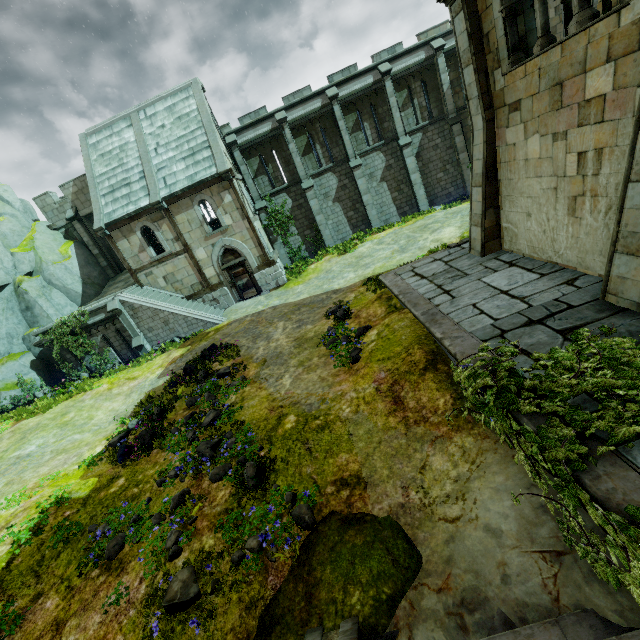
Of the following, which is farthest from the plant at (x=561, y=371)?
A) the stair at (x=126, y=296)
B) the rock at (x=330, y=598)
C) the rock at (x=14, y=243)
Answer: the rock at (x=14, y=243)

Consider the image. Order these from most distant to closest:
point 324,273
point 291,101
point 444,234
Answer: point 291,101, point 324,273, point 444,234

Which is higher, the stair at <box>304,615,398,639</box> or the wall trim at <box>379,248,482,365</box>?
the wall trim at <box>379,248,482,365</box>

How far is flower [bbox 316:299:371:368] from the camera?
9.5m

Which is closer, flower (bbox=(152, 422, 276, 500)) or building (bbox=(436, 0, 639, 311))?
building (bbox=(436, 0, 639, 311))

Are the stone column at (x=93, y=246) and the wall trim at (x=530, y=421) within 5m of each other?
no

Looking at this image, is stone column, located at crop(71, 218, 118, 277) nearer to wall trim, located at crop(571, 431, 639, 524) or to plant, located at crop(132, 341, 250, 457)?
plant, located at crop(132, 341, 250, 457)

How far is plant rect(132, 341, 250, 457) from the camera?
9.11m
